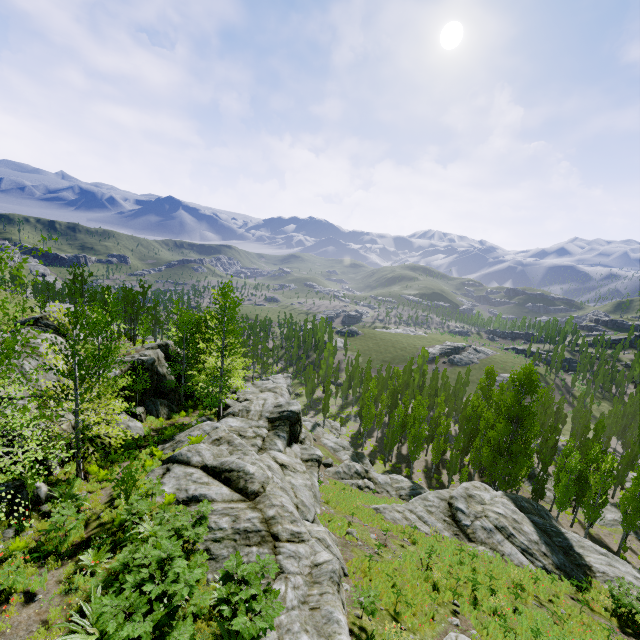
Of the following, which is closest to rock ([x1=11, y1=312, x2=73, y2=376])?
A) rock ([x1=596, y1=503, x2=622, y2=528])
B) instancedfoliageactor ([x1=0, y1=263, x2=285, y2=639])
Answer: instancedfoliageactor ([x1=0, y1=263, x2=285, y2=639])

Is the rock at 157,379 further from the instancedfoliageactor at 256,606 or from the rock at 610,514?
the rock at 610,514

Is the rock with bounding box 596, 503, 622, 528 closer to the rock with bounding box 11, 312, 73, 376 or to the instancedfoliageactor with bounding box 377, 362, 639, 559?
the instancedfoliageactor with bounding box 377, 362, 639, 559

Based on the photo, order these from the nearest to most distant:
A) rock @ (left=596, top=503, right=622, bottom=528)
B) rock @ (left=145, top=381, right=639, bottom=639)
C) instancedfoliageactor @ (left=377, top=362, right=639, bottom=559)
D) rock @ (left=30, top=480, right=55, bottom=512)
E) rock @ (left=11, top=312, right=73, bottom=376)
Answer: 1. rock @ (left=145, top=381, right=639, bottom=639)
2. rock @ (left=30, top=480, right=55, bottom=512)
3. rock @ (left=11, top=312, right=73, bottom=376)
4. instancedfoliageactor @ (left=377, top=362, right=639, bottom=559)
5. rock @ (left=596, top=503, right=622, bottom=528)

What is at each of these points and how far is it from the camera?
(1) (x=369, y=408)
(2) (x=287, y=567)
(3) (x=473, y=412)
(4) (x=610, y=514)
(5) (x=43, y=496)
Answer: (1) instancedfoliageactor, 47.91m
(2) rock, 10.53m
(3) instancedfoliageactor, 47.50m
(4) rock, 35.81m
(5) rock, 11.43m
